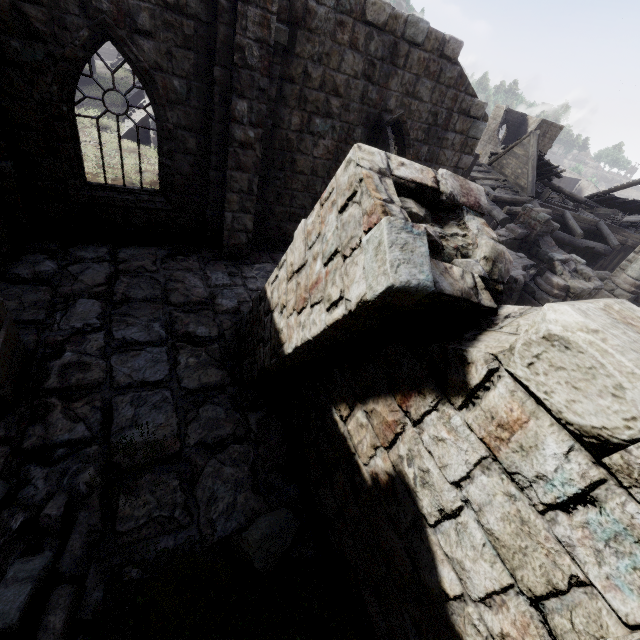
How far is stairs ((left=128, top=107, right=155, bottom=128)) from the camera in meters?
18.5 m

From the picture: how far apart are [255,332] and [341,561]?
3.1m

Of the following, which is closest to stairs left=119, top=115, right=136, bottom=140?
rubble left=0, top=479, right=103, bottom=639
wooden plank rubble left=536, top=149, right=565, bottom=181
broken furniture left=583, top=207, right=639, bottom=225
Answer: rubble left=0, top=479, right=103, bottom=639

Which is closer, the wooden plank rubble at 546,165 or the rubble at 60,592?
the rubble at 60,592

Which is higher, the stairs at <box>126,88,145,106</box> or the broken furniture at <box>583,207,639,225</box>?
the broken furniture at <box>583,207,639,225</box>

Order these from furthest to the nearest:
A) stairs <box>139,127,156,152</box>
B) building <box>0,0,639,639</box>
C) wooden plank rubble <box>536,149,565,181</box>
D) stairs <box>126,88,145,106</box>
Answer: wooden plank rubble <box>536,149,565,181</box> → stairs <box>126,88,145,106</box> → stairs <box>139,127,156,152</box> → building <box>0,0,639,639</box>

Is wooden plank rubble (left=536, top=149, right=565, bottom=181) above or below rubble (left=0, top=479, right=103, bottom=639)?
above

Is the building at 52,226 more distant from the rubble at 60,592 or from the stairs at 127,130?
the stairs at 127,130
